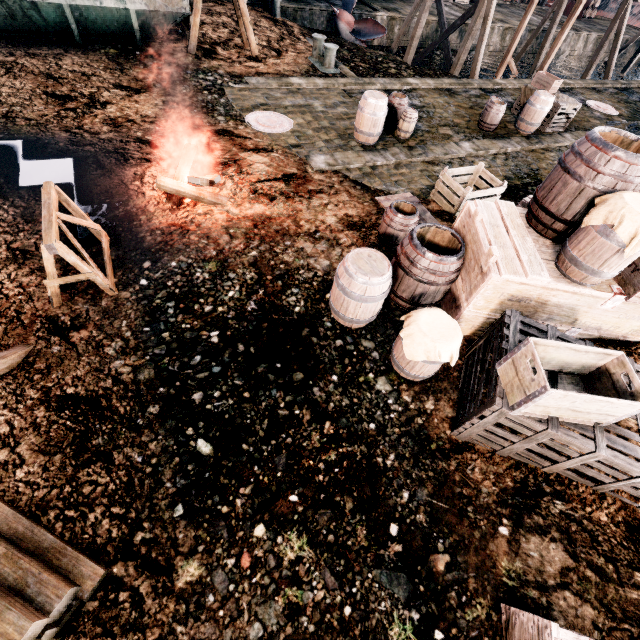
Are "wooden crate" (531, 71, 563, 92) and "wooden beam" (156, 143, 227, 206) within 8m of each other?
no

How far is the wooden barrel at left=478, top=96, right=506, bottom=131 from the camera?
12.50m

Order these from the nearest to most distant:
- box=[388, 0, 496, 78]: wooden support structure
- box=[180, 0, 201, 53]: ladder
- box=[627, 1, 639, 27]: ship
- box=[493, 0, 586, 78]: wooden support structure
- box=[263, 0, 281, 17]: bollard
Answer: box=[180, 0, 201, 53]: ladder → box=[388, 0, 496, 78]: wooden support structure → box=[263, 0, 281, 17]: bollard → box=[493, 0, 586, 78]: wooden support structure → box=[627, 1, 639, 27]: ship

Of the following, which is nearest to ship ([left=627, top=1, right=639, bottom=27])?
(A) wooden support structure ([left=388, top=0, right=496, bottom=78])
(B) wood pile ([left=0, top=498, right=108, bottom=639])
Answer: (A) wooden support structure ([left=388, top=0, right=496, bottom=78])

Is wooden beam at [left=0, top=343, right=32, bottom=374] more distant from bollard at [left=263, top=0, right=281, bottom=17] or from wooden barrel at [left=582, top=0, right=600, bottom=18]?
wooden barrel at [left=582, top=0, right=600, bottom=18]

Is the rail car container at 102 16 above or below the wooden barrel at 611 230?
below

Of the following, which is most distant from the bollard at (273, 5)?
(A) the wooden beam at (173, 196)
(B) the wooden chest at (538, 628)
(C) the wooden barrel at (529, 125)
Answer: (B) the wooden chest at (538, 628)

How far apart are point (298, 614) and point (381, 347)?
3.73m
